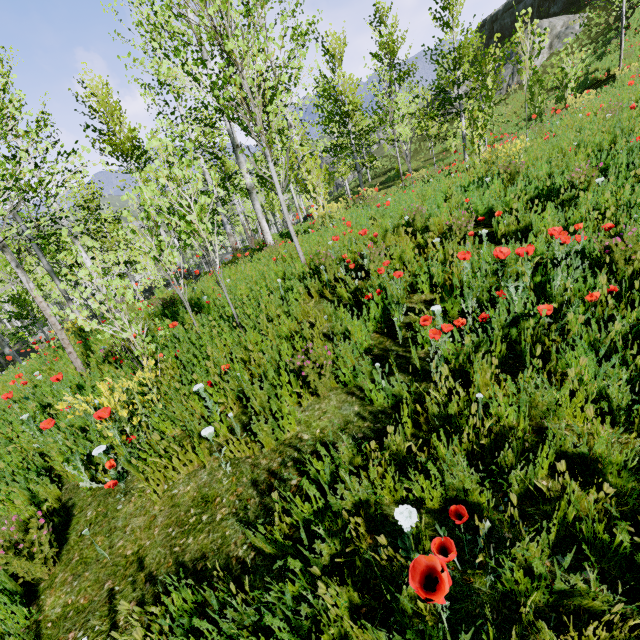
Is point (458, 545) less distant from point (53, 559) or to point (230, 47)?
point (53, 559)

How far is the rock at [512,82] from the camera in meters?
26.5 m

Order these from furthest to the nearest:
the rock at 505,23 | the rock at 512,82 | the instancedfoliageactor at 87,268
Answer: the rock at 512,82 → the rock at 505,23 → the instancedfoliageactor at 87,268

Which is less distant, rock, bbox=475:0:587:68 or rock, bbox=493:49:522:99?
rock, bbox=475:0:587:68

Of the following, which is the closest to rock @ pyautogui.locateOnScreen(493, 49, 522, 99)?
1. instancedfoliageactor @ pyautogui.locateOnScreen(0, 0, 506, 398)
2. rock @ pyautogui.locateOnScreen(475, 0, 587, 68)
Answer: rock @ pyautogui.locateOnScreen(475, 0, 587, 68)

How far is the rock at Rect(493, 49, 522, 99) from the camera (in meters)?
26.53

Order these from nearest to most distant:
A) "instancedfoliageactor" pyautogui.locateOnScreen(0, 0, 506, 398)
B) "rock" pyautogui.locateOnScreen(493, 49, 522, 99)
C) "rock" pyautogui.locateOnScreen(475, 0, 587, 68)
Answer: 1. "instancedfoliageactor" pyautogui.locateOnScreen(0, 0, 506, 398)
2. "rock" pyautogui.locateOnScreen(475, 0, 587, 68)
3. "rock" pyautogui.locateOnScreen(493, 49, 522, 99)
